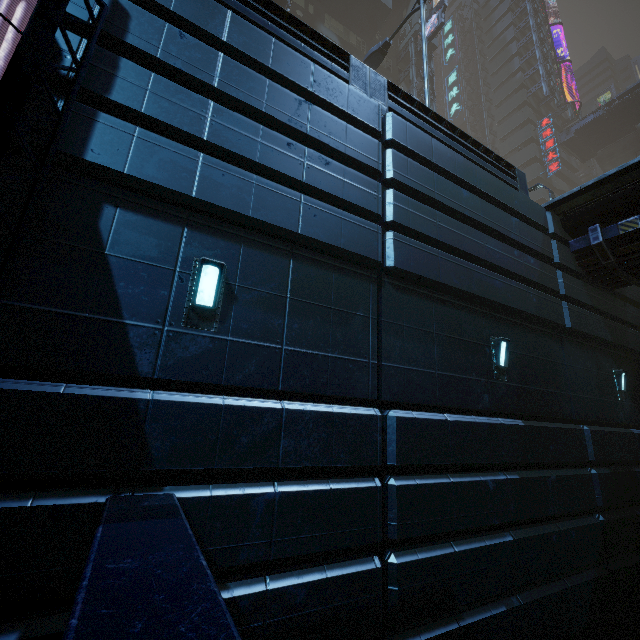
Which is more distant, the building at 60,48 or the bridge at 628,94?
the bridge at 628,94

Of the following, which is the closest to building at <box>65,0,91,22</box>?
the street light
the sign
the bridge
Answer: the sign

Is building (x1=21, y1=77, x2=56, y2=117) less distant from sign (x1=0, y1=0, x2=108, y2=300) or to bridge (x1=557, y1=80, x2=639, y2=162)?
sign (x1=0, y1=0, x2=108, y2=300)

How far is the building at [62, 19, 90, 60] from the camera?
3.78m

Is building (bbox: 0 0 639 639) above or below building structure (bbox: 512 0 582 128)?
below

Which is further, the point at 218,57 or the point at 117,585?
the point at 218,57

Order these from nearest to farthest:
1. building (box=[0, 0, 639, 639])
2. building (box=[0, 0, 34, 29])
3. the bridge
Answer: building (box=[0, 0, 639, 639]), building (box=[0, 0, 34, 29]), the bridge
